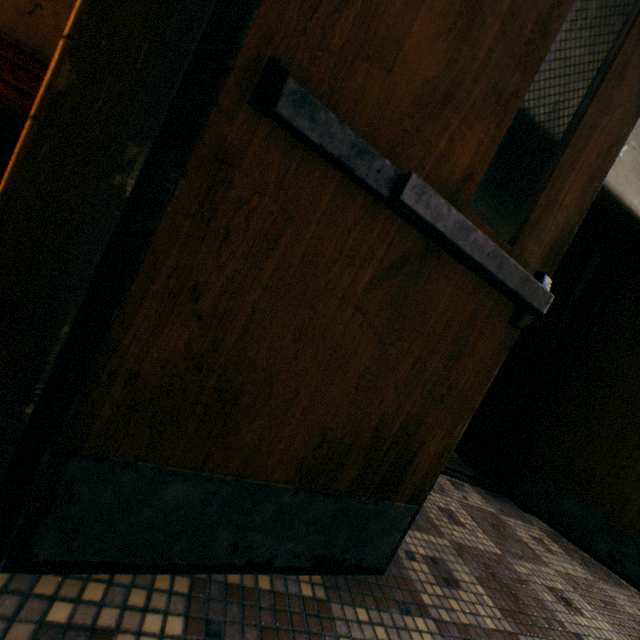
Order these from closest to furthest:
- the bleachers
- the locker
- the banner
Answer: the bleachers → the locker → the banner

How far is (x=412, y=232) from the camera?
0.8 meters

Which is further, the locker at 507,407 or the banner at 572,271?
the banner at 572,271

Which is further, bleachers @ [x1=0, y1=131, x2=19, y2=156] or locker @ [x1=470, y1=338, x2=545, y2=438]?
locker @ [x1=470, y1=338, x2=545, y2=438]

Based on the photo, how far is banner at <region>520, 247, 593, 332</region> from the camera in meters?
6.0

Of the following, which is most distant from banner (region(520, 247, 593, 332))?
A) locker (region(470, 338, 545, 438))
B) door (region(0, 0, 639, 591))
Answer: door (region(0, 0, 639, 591))

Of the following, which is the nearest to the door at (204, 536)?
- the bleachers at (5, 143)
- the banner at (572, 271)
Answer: the bleachers at (5, 143)

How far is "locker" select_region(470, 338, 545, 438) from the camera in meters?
5.4
